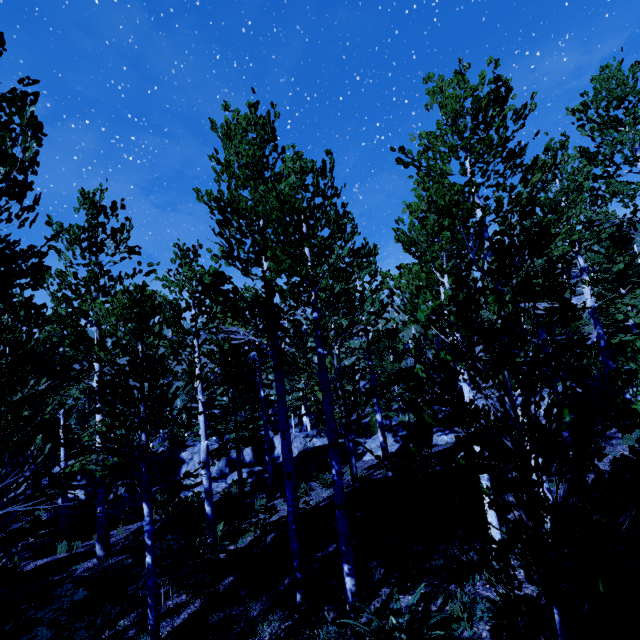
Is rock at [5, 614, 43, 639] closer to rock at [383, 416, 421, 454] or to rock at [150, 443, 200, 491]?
rock at [383, 416, 421, 454]

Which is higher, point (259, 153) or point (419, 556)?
point (259, 153)

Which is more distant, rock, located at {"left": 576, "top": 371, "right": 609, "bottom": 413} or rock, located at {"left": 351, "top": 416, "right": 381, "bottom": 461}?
rock, located at {"left": 351, "top": 416, "right": 381, "bottom": 461}

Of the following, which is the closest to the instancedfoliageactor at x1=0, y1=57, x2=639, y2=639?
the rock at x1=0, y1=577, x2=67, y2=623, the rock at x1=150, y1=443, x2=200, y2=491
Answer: the rock at x1=150, y1=443, x2=200, y2=491

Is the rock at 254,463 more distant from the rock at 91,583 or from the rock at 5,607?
the rock at 5,607

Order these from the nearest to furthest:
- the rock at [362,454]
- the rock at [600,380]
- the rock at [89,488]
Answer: the rock at [600,380] → the rock at [362,454] → the rock at [89,488]

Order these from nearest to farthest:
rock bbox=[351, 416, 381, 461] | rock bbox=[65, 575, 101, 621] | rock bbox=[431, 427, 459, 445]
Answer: rock bbox=[65, 575, 101, 621] < rock bbox=[431, 427, 459, 445] < rock bbox=[351, 416, 381, 461]

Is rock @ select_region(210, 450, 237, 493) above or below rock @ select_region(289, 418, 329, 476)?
below
